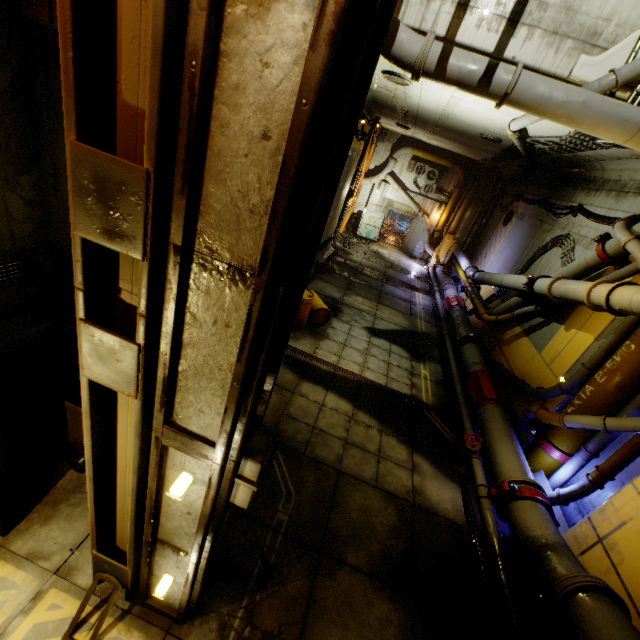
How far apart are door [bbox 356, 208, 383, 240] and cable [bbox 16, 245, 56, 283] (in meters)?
19.45

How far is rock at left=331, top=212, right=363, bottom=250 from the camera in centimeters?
1969cm

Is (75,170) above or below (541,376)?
above

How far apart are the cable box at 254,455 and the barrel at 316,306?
6.6m

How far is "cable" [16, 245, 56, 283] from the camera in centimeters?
602cm

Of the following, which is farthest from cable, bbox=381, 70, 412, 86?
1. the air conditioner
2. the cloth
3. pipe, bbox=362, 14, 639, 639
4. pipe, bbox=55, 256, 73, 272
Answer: the air conditioner

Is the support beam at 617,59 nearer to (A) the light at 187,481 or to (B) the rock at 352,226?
(A) the light at 187,481

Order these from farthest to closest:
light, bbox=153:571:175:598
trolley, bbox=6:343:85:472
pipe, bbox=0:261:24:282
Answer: pipe, bbox=0:261:24:282 < trolley, bbox=6:343:85:472 < light, bbox=153:571:175:598
